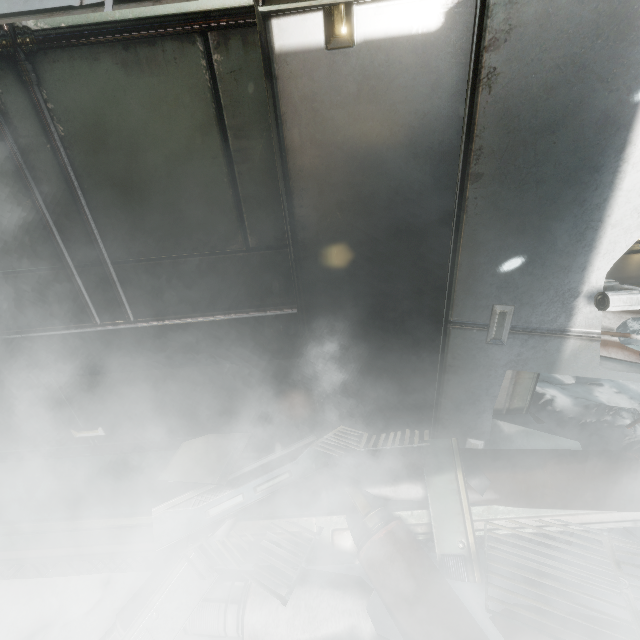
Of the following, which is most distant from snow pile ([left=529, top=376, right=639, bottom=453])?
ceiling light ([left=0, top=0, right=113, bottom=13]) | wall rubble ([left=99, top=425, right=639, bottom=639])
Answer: ceiling light ([left=0, top=0, right=113, bottom=13])

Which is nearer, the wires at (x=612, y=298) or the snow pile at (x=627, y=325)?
the wires at (x=612, y=298)

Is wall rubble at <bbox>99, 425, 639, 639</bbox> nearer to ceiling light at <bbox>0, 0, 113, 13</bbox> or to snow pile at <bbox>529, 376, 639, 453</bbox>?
snow pile at <bbox>529, 376, 639, 453</bbox>

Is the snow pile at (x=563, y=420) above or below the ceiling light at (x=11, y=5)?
below

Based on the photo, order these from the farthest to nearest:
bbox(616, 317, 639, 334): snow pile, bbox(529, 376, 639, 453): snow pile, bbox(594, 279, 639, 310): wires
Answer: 1. bbox(616, 317, 639, 334): snow pile
2. bbox(529, 376, 639, 453): snow pile
3. bbox(594, 279, 639, 310): wires

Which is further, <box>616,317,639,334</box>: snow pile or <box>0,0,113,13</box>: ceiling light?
<box>616,317,639,334</box>: snow pile

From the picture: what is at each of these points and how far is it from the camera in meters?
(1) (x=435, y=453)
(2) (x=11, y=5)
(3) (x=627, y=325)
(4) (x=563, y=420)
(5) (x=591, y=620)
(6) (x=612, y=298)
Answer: (1) wall rubble, 2.1 m
(2) ceiling light, 1.7 m
(3) snow pile, 3.4 m
(4) snow pile, 2.5 m
(5) wall rubble, 1.5 m
(6) wires, 1.5 m
